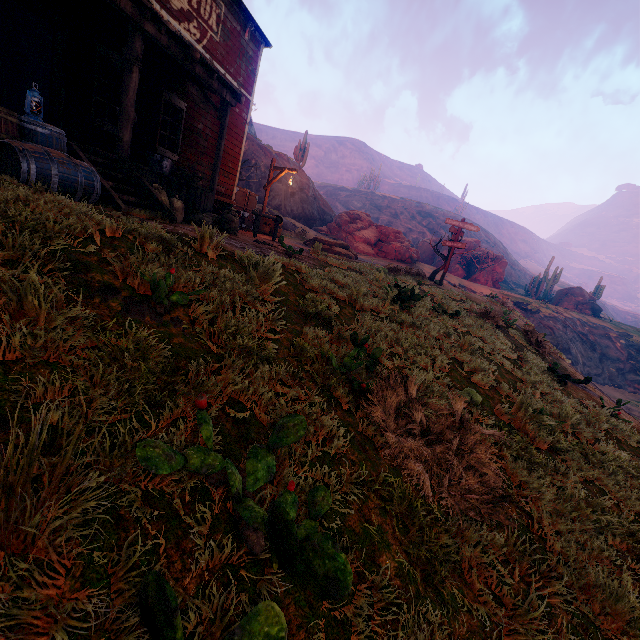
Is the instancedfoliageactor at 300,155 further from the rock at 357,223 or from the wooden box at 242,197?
the wooden box at 242,197

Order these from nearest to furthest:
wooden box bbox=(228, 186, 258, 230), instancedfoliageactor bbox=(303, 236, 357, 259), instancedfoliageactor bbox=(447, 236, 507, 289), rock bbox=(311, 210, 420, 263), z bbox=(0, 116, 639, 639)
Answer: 1. z bbox=(0, 116, 639, 639)
2. wooden box bbox=(228, 186, 258, 230)
3. instancedfoliageactor bbox=(303, 236, 357, 259)
4. rock bbox=(311, 210, 420, 263)
5. instancedfoliageactor bbox=(447, 236, 507, 289)

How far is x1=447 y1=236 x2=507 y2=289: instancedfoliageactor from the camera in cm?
3581

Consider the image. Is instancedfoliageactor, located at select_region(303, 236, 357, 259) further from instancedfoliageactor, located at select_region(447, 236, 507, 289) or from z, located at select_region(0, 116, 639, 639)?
instancedfoliageactor, located at select_region(447, 236, 507, 289)

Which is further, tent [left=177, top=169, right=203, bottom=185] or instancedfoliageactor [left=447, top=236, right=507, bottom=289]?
instancedfoliageactor [left=447, top=236, right=507, bottom=289]

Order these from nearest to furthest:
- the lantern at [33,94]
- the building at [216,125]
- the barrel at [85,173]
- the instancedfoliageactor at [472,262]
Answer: the barrel at [85,173]
the lantern at [33,94]
the building at [216,125]
the instancedfoliageactor at [472,262]

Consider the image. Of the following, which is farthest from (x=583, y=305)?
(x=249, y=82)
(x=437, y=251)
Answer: (x=249, y=82)

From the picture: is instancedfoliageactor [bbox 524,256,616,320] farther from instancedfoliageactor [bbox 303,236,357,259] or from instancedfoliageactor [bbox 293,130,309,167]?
instancedfoliageactor [bbox 303,236,357,259]
